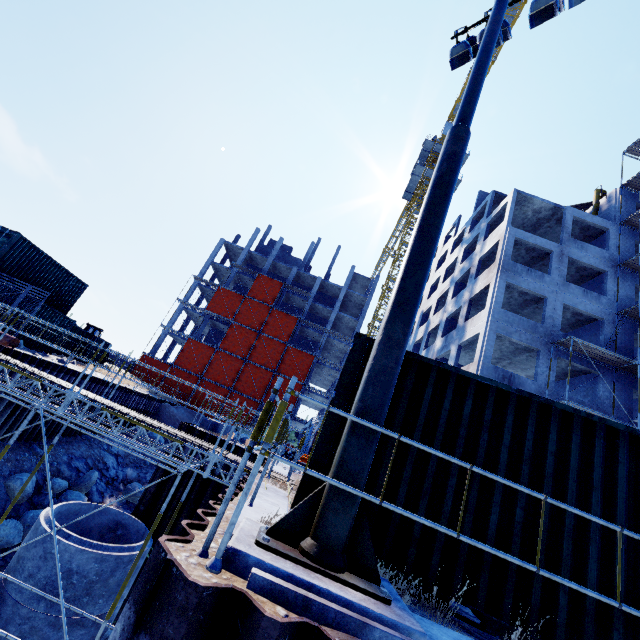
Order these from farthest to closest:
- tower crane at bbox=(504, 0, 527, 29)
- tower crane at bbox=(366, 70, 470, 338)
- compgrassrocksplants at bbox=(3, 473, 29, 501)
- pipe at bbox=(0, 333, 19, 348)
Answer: tower crane at bbox=(366, 70, 470, 338), tower crane at bbox=(504, 0, 527, 29), compgrassrocksplants at bbox=(3, 473, 29, 501), pipe at bbox=(0, 333, 19, 348)

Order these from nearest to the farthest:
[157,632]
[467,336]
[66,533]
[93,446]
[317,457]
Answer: [157,632], [317,457], [66,533], [93,446], [467,336]

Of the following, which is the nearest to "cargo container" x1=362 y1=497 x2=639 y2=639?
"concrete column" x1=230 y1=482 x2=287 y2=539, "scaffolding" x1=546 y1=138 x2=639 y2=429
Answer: "concrete column" x1=230 y1=482 x2=287 y2=539

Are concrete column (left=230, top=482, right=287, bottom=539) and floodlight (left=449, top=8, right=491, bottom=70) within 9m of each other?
no

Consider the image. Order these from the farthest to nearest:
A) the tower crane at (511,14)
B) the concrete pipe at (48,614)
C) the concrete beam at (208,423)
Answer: the tower crane at (511,14) < the concrete beam at (208,423) < the concrete pipe at (48,614)

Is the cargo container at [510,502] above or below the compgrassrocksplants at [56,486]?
above

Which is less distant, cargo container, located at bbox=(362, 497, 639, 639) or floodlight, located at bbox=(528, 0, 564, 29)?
cargo container, located at bbox=(362, 497, 639, 639)

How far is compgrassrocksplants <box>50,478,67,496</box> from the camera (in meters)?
15.55
